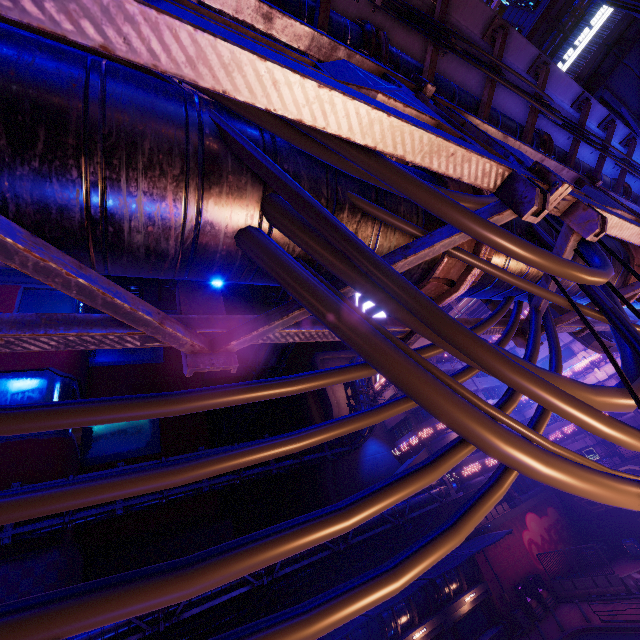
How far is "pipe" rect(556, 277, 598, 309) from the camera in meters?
4.8

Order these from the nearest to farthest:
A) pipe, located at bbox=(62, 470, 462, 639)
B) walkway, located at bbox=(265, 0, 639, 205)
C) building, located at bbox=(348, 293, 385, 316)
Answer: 1. walkway, located at bbox=(265, 0, 639, 205)
2. pipe, located at bbox=(62, 470, 462, 639)
3. building, located at bbox=(348, 293, 385, 316)

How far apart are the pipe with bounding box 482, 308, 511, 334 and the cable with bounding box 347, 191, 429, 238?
0.00m

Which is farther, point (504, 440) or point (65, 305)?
point (65, 305)

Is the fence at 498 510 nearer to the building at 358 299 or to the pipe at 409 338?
the building at 358 299

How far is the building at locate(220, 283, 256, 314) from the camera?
46.78m

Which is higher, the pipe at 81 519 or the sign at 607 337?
the pipe at 81 519

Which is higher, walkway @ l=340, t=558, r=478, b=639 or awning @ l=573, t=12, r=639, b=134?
awning @ l=573, t=12, r=639, b=134
